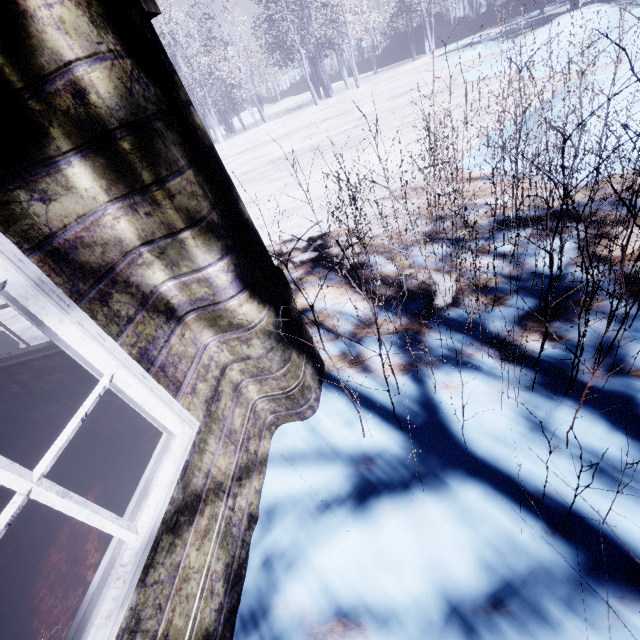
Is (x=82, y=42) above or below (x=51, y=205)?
above
